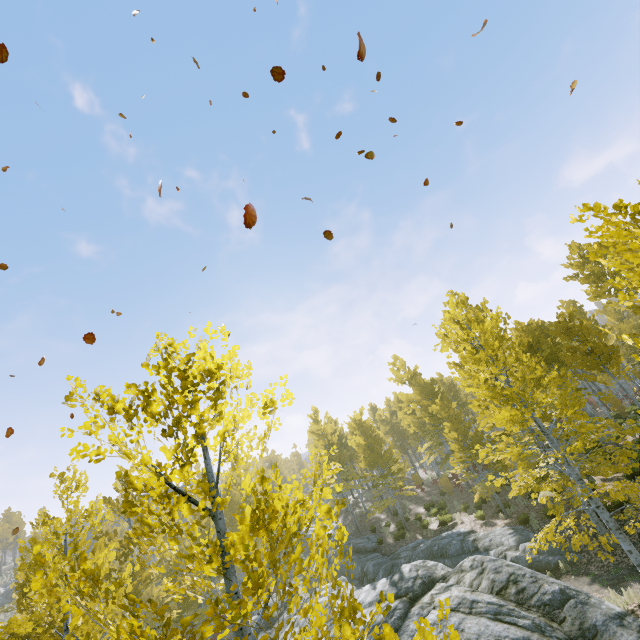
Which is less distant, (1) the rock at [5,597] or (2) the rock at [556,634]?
(2) the rock at [556,634]

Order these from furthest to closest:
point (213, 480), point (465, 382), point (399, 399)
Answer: point (399, 399) < point (465, 382) < point (213, 480)

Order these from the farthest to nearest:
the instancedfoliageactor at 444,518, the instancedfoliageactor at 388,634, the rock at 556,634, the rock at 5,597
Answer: the rock at 5,597 < the instancedfoliageactor at 444,518 < the rock at 556,634 < the instancedfoliageactor at 388,634

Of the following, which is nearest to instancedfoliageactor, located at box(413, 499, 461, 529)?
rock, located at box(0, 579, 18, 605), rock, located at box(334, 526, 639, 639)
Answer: rock, located at box(334, 526, 639, 639)

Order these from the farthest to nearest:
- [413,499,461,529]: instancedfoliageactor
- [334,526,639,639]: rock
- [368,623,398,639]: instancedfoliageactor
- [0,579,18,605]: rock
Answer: [0,579,18,605]: rock
[413,499,461,529]: instancedfoliageactor
[334,526,639,639]: rock
[368,623,398,639]: instancedfoliageactor

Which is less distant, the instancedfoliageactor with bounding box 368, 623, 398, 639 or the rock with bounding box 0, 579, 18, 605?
the instancedfoliageactor with bounding box 368, 623, 398, 639

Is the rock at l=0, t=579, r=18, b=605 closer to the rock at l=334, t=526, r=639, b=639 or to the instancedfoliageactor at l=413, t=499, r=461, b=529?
the instancedfoliageactor at l=413, t=499, r=461, b=529
